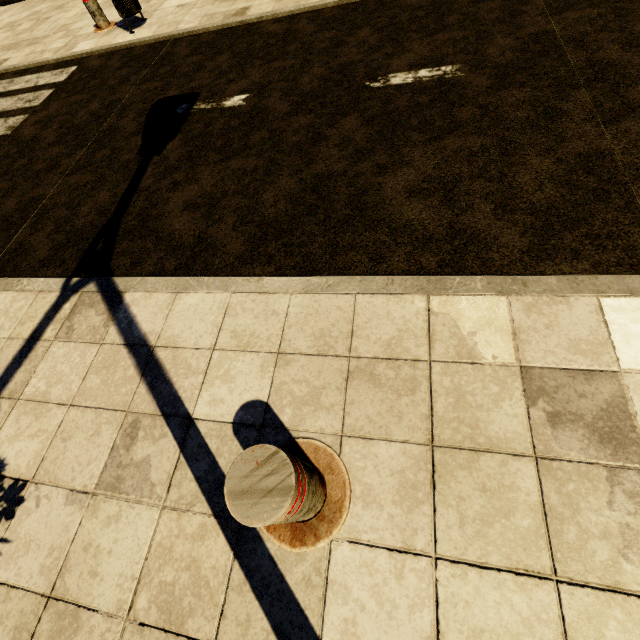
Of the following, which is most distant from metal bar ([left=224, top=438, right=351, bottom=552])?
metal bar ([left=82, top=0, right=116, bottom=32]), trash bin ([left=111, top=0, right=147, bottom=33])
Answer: metal bar ([left=82, top=0, right=116, bottom=32])

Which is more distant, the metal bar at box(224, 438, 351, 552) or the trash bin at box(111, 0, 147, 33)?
the trash bin at box(111, 0, 147, 33)

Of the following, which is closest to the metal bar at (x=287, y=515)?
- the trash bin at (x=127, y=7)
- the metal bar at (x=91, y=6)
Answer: the trash bin at (x=127, y=7)

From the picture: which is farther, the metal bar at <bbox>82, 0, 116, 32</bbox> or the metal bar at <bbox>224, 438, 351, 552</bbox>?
the metal bar at <bbox>82, 0, 116, 32</bbox>

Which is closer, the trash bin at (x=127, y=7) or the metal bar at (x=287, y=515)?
the metal bar at (x=287, y=515)

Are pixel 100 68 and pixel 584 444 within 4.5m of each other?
no

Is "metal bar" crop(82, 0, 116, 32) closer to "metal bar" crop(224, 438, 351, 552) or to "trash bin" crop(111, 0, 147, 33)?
"trash bin" crop(111, 0, 147, 33)
